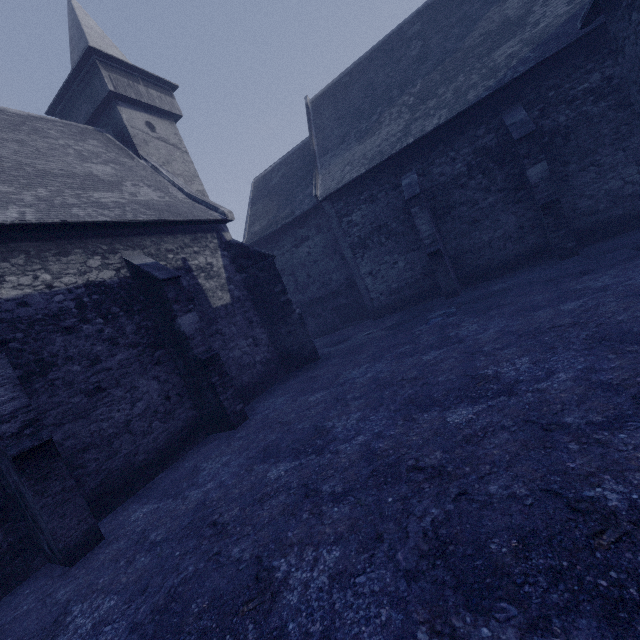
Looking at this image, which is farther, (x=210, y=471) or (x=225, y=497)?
(x=210, y=471)
